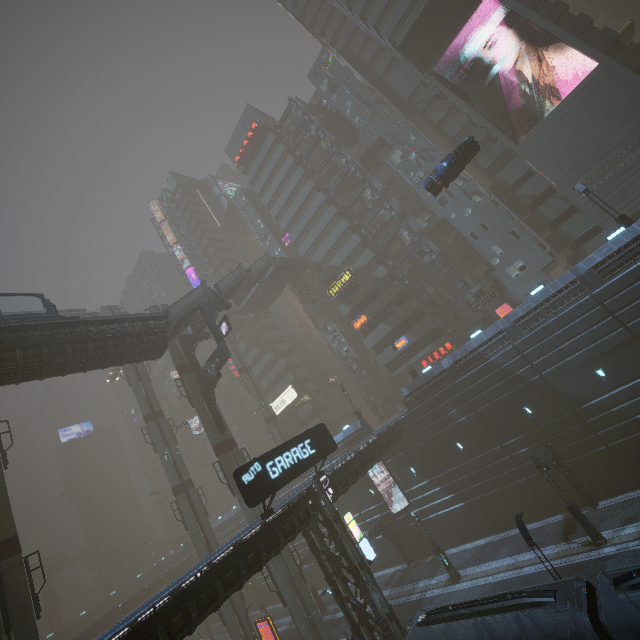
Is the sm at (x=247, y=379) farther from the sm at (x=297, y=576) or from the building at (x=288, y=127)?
the sm at (x=297, y=576)

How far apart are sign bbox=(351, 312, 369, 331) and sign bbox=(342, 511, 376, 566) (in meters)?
25.53

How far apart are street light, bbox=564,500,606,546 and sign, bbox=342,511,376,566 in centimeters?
Result: 1215cm

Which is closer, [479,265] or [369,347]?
[479,265]

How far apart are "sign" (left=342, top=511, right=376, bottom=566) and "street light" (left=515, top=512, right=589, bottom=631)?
10.2m

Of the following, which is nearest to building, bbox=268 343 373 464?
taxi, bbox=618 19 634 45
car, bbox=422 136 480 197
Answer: taxi, bbox=618 19 634 45

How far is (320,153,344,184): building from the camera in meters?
48.2

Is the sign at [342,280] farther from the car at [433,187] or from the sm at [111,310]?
the sm at [111,310]
